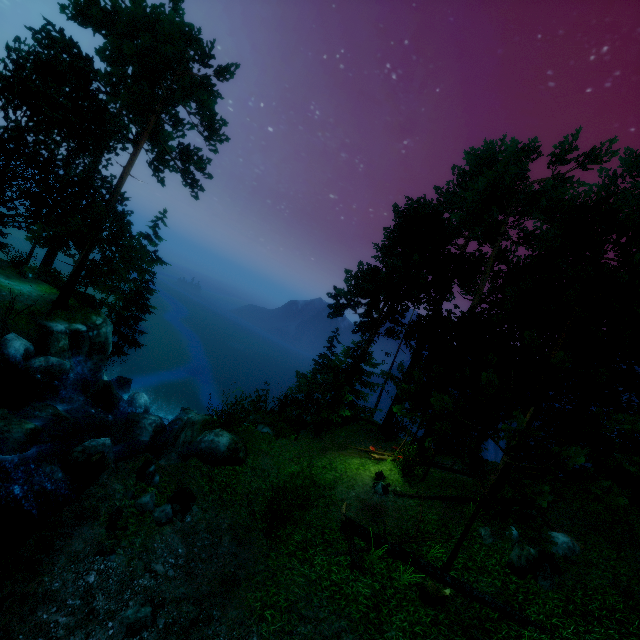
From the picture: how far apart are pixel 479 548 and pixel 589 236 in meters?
13.2 m

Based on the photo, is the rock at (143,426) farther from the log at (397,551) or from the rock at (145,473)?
the log at (397,551)

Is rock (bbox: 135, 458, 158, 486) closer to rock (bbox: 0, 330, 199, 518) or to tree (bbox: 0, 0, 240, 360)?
rock (bbox: 0, 330, 199, 518)

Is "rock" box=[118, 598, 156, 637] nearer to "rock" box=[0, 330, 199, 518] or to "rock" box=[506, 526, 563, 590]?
"rock" box=[0, 330, 199, 518]

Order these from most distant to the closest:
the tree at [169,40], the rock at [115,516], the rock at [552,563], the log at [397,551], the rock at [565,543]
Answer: the tree at [169,40], the rock at [565,543], the rock at [552,563], the log at [397,551], the rock at [115,516]

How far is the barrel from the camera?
12.06m

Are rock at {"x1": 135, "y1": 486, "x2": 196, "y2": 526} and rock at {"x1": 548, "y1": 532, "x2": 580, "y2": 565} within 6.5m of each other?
no

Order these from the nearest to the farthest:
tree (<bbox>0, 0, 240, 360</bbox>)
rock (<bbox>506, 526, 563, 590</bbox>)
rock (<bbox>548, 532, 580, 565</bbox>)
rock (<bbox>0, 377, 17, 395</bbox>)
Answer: rock (<bbox>506, 526, 563, 590</bbox>) < rock (<bbox>548, 532, 580, 565</bbox>) < rock (<bbox>0, 377, 17, 395</bbox>) < tree (<bbox>0, 0, 240, 360</bbox>)
